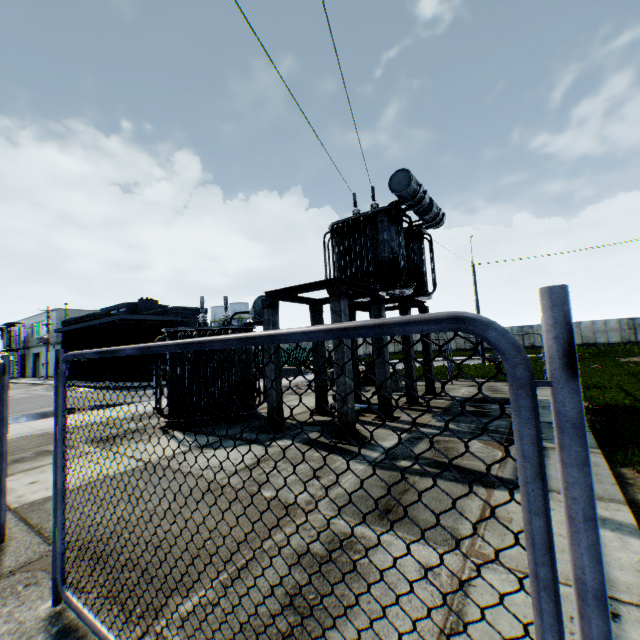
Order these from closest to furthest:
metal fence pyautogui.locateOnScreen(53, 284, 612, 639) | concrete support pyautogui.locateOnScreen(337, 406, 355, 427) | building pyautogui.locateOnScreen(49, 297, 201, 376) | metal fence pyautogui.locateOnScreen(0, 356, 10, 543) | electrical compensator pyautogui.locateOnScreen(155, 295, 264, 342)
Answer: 1. metal fence pyautogui.locateOnScreen(53, 284, 612, 639)
2. metal fence pyautogui.locateOnScreen(0, 356, 10, 543)
3. concrete support pyautogui.locateOnScreen(337, 406, 355, 427)
4. electrical compensator pyautogui.locateOnScreen(155, 295, 264, 342)
5. building pyautogui.locateOnScreen(49, 297, 201, 376)

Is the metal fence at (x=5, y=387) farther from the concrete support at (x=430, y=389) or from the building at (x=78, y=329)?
the building at (x=78, y=329)

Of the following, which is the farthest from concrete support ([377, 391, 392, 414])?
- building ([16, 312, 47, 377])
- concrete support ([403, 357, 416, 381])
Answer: building ([16, 312, 47, 377])

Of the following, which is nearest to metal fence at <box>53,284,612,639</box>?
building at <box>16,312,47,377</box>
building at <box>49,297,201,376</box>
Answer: building at <box>49,297,201,376</box>

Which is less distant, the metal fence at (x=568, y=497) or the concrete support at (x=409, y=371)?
the metal fence at (x=568, y=497)

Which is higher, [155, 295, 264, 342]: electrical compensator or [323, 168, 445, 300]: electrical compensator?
[323, 168, 445, 300]: electrical compensator

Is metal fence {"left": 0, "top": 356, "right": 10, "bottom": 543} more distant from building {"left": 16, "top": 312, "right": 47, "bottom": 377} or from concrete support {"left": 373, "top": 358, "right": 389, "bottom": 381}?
building {"left": 16, "top": 312, "right": 47, "bottom": 377}

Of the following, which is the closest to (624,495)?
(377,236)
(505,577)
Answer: (505,577)
